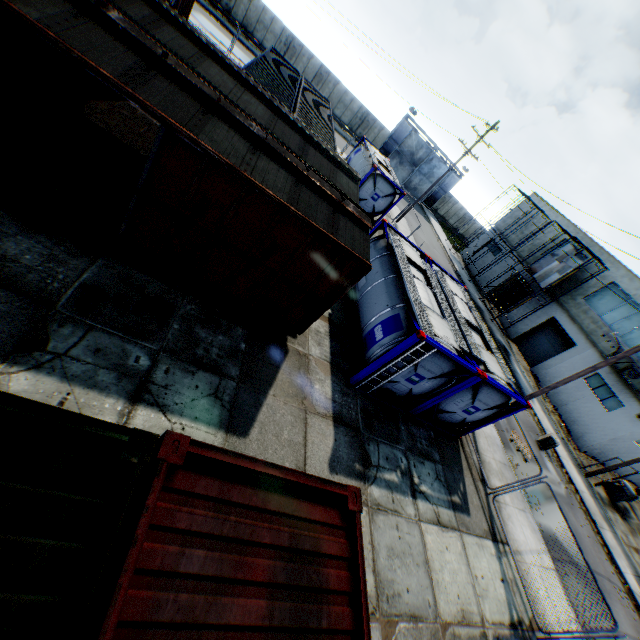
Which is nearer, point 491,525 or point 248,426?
point 248,426

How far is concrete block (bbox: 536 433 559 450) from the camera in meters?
18.8 m

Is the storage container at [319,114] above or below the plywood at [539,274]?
below

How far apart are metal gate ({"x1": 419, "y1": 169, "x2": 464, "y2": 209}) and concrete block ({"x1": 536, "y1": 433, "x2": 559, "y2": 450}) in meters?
35.4 m

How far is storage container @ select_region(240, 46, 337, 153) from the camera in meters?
14.8

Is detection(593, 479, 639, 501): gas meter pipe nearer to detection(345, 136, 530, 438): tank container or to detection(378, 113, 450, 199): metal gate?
detection(345, 136, 530, 438): tank container

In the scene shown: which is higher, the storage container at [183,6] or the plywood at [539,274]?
the plywood at [539,274]

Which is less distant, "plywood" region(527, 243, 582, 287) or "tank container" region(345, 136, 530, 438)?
"tank container" region(345, 136, 530, 438)
